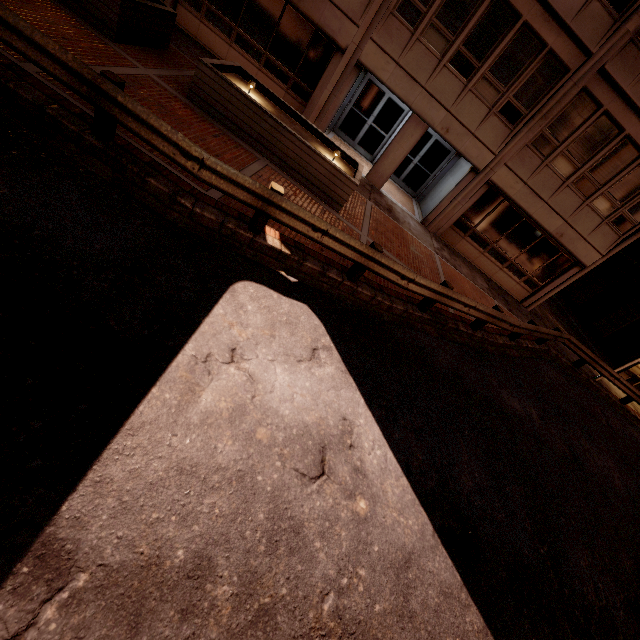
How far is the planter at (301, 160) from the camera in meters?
8.3

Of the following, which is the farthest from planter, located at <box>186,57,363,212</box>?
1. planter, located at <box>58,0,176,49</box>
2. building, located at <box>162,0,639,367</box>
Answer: building, located at <box>162,0,639,367</box>

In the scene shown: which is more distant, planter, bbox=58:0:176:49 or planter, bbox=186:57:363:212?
planter, bbox=186:57:363:212

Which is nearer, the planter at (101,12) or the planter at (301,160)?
the planter at (101,12)

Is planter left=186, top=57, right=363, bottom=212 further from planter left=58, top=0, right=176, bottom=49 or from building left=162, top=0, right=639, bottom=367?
building left=162, top=0, right=639, bottom=367

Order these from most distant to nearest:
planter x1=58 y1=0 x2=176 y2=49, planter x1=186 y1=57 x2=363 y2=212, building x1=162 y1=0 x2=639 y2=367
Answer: building x1=162 y1=0 x2=639 y2=367 → planter x1=186 y1=57 x2=363 y2=212 → planter x1=58 y1=0 x2=176 y2=49

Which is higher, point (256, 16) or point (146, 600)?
point (256, 16)

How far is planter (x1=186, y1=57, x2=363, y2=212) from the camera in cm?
827
